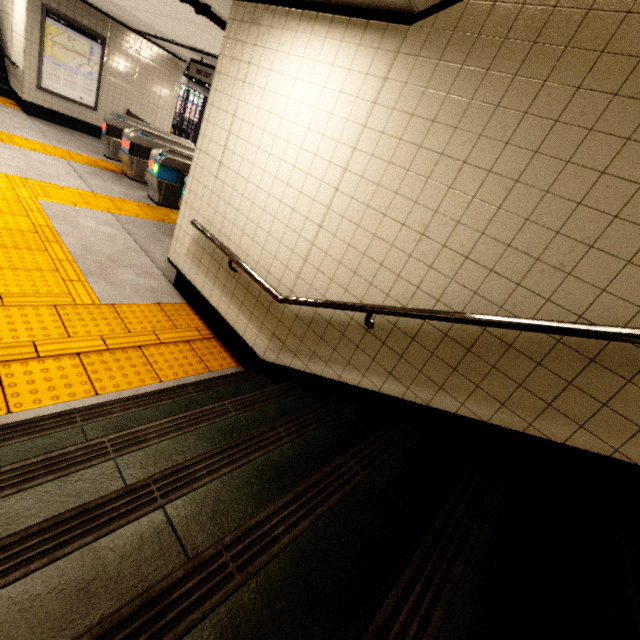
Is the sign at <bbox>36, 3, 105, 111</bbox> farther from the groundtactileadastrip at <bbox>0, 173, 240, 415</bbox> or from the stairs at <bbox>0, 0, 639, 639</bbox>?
the stairs at <bbox>0, 0, 639, 639</bbox>

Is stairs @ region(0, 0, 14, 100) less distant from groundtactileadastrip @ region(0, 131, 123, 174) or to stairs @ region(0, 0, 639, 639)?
groundtactileadastrip @ region(0, 131, 123, 174)

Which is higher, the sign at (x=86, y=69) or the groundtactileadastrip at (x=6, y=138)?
the sign at (x=86, y=69)

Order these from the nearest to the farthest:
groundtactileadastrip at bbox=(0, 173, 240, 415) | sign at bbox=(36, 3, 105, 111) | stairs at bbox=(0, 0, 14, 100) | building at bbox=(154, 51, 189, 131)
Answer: groundtactileadastrip at bbox=(0, 173, 240, 415), sign at bbox=(36, 3, 105, 111), stairs at bbox=(0, 0, 14, 100), building at bbox=(154, 51, 189, 131)

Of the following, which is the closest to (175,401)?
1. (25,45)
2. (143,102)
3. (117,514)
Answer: (117,514)

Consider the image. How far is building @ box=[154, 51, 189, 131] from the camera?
9.6 meters

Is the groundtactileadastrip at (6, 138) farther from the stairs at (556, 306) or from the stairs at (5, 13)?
the stairs at (5, 13)

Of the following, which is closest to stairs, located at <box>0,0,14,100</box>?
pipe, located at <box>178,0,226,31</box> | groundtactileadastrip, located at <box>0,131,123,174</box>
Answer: groundtactileadastrip, located at <box>0,131,123,174</box>
